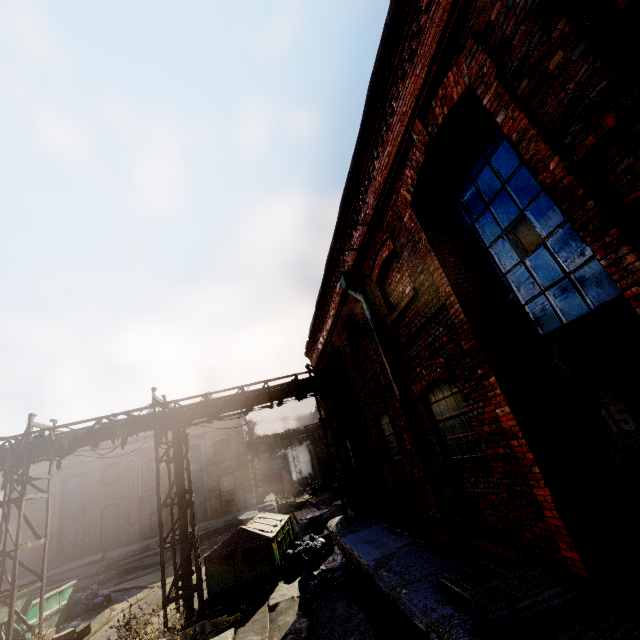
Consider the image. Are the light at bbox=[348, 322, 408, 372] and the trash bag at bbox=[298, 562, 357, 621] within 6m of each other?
yes

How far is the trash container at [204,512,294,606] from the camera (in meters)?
9.88

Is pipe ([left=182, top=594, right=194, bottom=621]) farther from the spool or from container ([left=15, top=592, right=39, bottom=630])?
the spool

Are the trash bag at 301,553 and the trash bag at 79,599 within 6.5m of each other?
no

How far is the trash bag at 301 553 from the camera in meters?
10.9 m

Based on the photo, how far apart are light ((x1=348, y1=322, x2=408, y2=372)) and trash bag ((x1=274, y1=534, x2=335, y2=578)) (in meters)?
8.62

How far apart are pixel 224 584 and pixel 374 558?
5.92m

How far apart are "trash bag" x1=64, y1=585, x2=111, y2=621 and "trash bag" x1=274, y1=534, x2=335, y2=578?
8.6m
